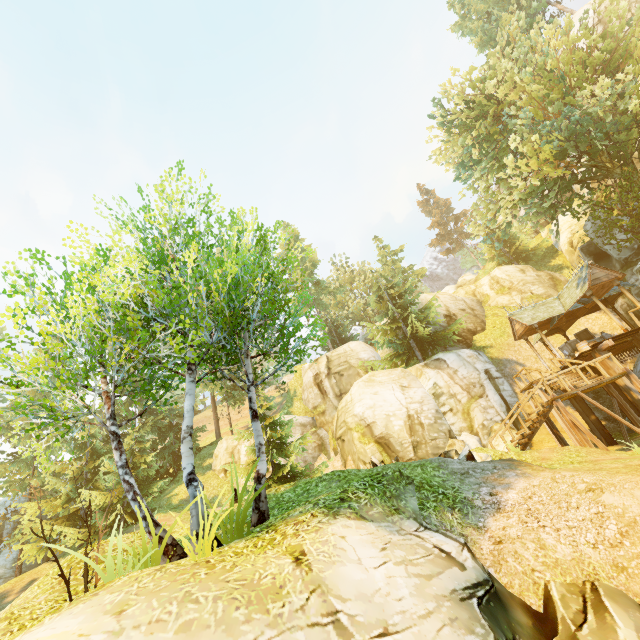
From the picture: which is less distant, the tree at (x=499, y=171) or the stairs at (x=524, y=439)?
the stairs at (x=524, y=439)

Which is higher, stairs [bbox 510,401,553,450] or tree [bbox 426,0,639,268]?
tree [bbox 426,0,639,268]

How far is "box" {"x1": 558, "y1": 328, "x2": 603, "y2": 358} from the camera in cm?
1940

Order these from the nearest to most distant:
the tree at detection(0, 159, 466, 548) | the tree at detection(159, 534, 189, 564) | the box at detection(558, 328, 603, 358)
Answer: the tree at detection(159, 534, 189, 564), the tree at detection(0, 159, 466, 548), the box at detection(558, 328, 603, 358)

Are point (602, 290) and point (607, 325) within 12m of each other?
yes

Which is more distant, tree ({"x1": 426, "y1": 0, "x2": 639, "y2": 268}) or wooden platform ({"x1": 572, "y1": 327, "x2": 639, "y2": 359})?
tree ({"x1": 426, "y1": 0, "x2": 639, "y2": 268})

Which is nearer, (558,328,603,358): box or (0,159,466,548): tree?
(0,159,466,548): tree
